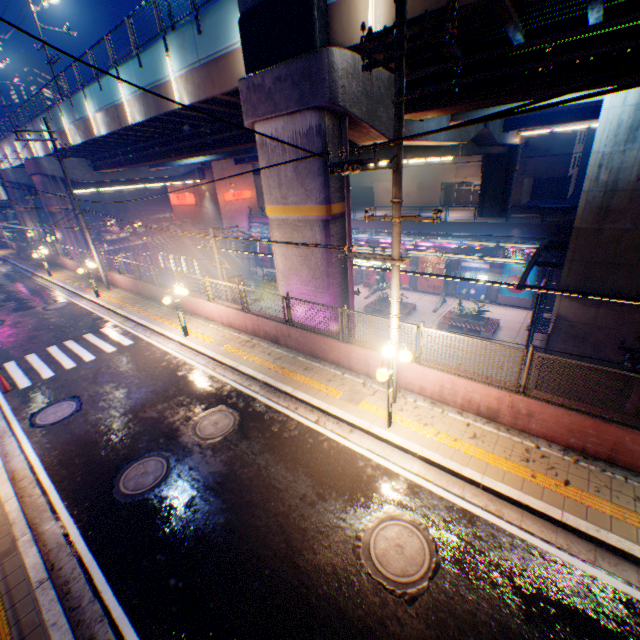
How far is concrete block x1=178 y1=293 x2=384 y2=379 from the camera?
10.2 meters

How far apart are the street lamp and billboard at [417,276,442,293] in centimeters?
2520cm

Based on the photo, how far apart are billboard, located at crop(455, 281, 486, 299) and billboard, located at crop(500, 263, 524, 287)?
0.89m

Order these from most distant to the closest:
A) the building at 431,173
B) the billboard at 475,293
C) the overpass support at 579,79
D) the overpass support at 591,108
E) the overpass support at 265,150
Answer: the building at 431,173, the billboard at 475,293, the overpass support at 265,150, the overpass support at 591,108, the overpass support at 579,79

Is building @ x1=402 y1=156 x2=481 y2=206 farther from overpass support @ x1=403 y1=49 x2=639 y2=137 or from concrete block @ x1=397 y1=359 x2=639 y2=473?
concrete block @ x1=397 y1=359 x2=639 y2=473

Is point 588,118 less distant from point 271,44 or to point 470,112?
point 470,112

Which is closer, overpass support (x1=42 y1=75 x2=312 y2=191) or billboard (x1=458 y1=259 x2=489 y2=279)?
overpass support (x1=42 y1=75 x2=312 y2=191)

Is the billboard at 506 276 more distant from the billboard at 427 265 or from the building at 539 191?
the building at 539 191
